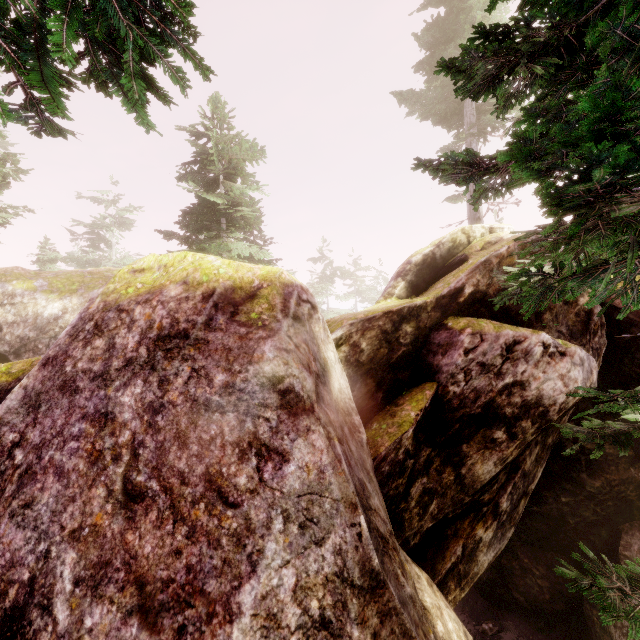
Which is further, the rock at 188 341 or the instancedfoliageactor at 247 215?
the instancedfoliageactor at 247 215

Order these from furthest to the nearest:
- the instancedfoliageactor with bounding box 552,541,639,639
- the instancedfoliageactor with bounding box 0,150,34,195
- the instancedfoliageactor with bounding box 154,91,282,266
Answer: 1. the instancedfoliageactor with bounding box 0,150,34,195
2. the instancedfoliageactor with bounding box 154,91,282,266
3. the instancedfoliageactor with bounding box 552,541,639,639

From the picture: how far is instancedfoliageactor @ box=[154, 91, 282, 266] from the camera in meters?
12.2

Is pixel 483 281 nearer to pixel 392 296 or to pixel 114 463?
pixel 392 296

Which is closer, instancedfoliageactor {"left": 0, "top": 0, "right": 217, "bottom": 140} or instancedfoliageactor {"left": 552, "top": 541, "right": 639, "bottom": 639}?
instancedfoliageactor {"left": 0, "top": 0, "right": 217, "bottom": 140}

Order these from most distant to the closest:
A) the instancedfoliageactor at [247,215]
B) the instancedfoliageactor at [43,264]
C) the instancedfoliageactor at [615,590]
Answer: the instancedfoliageactor at [43,264] < the instancedfoliageactor at [247,215] < the instancedfoliageactor at [615,590]
